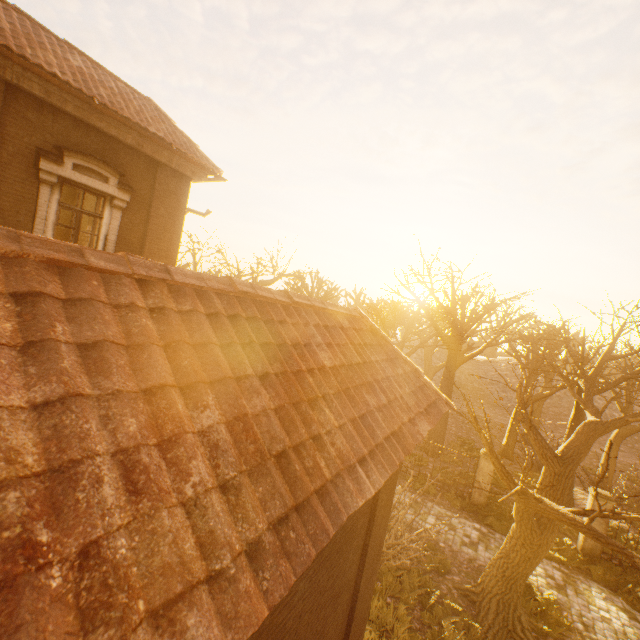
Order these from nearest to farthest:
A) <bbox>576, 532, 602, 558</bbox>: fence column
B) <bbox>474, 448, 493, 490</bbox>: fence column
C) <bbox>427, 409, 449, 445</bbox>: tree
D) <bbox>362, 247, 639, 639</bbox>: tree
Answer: <bbox>362, 247, 639, 639</bbox>: tree
<bbox>576, 532, 602, 558</bbox>: fence column
<bbox>474, 448, 493, 490</bbox>: fence column
<bbox>427, 409, 449, 445</bbox>: tree

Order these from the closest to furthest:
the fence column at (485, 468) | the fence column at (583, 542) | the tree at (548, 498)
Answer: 1. the tree at (548, 498)
2. the fence column at (583, 542)
3. the fence column at (485, 468)

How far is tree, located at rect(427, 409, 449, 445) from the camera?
19.5 meters

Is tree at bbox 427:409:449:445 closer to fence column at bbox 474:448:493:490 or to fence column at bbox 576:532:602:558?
fence column at bbox 576:532:602:558

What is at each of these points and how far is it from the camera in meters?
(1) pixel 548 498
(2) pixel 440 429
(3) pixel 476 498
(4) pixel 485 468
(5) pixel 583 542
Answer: (1) tree, 8.3
(2) tree, 19.5
(3) fence column, 14.5
(4) fence column, 14.4
(5) fence column, 12.5

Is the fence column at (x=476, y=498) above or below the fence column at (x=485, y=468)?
below

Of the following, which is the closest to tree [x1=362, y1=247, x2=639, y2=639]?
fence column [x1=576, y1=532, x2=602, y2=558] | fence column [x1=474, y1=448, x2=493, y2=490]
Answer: fence column [x1=576, y1=532, x2=602, y2=558]
